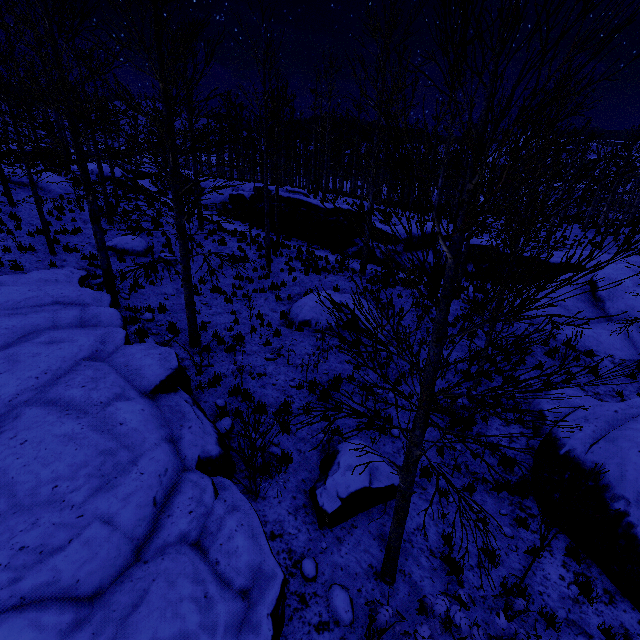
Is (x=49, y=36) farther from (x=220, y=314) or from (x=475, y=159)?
(x=475, y=159)

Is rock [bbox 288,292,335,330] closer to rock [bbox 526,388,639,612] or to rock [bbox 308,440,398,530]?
rock [bbox 526,388,639,612]

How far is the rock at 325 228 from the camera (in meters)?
20.43

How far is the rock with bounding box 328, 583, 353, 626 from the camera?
4.5m

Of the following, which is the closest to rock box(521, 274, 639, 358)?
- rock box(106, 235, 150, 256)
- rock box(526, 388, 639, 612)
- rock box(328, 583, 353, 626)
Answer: rock box(526, 388, 639, 612)

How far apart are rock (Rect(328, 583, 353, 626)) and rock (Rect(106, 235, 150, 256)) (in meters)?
15.42

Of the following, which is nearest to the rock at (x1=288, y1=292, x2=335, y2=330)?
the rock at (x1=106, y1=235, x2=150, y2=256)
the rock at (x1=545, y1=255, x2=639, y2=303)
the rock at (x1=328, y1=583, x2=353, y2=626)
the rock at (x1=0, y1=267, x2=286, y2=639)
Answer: the rock at (x1=0, y1=267, x2=286, y2=639)

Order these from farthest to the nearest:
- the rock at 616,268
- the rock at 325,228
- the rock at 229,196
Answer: the rock at 229,196, the rock at 325,228, the rock at 616,268
